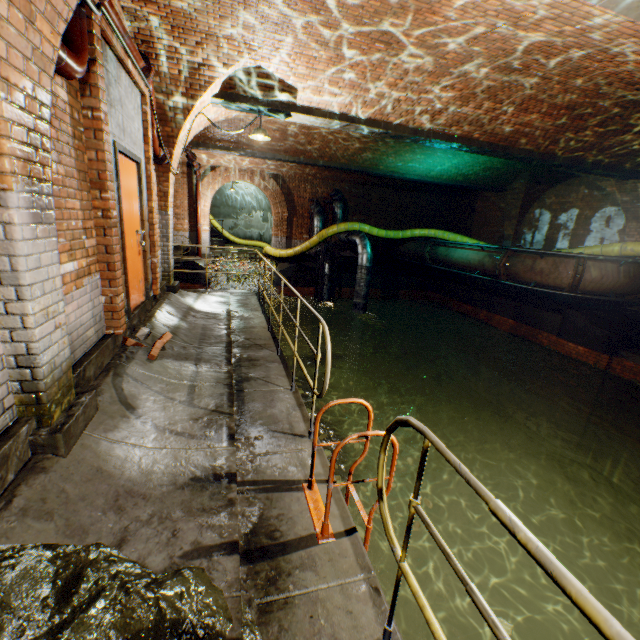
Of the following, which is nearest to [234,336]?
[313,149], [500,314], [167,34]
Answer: [167,34]

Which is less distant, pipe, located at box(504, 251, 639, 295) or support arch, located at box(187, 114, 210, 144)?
support arch, located at box(187, 114, 210, 144)

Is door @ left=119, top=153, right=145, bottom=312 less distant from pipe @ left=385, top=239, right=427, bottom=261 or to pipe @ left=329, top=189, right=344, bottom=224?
pipe @ left=329, top=189, right=344, bottom=224

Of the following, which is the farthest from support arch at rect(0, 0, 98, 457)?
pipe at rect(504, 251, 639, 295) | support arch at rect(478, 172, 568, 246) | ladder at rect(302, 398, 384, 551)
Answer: support arch at rect(478, 172, 568, 246)

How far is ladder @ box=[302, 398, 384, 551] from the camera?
2.2m

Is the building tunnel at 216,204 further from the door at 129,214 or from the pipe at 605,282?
the door at 129,214

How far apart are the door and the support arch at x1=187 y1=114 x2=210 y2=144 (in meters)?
1.65

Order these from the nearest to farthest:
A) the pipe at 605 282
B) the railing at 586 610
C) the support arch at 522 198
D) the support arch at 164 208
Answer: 1. the railing at 586 610
2. the support arch at 164 208
3. the pipe at 605 282
4. the support arch at 522 198
